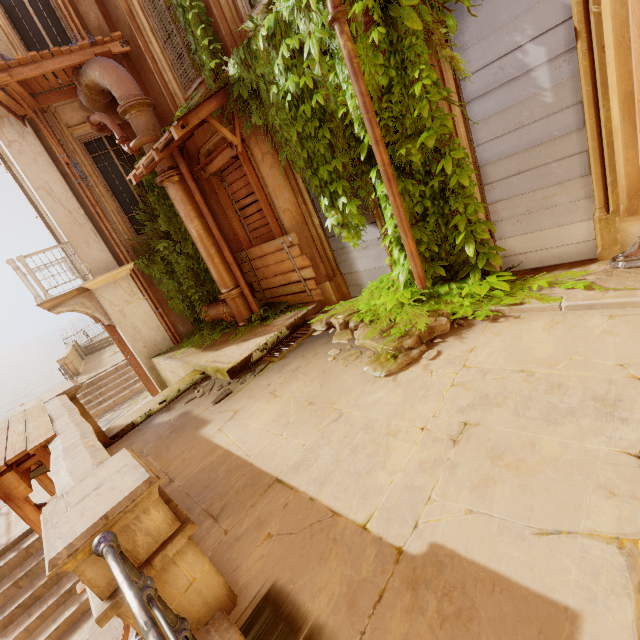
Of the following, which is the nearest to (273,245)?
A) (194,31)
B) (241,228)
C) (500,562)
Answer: (241,228)

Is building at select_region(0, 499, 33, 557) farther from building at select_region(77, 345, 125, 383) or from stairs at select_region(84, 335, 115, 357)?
stairs at select_region(84, 335, 115, 357)

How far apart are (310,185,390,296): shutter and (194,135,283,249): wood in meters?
0.9 m

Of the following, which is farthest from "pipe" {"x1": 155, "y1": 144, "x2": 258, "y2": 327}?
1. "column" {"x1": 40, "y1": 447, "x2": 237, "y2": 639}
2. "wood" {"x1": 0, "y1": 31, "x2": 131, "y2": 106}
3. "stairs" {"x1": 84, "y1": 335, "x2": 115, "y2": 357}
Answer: "stairs" {"x1": 84, "y1": 335, "x2": 115, "y2": 357}

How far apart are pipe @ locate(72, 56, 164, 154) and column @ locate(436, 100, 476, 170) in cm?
489

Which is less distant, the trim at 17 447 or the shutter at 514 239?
the trim at 17 447

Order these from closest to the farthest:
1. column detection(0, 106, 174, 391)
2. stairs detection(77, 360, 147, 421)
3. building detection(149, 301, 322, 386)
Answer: building detection(149, 301, 322, 386)
column detection(0, 106, 174, 391)
stairs detection(77, 360, 147, 421)

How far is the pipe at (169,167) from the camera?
6.8 meters
